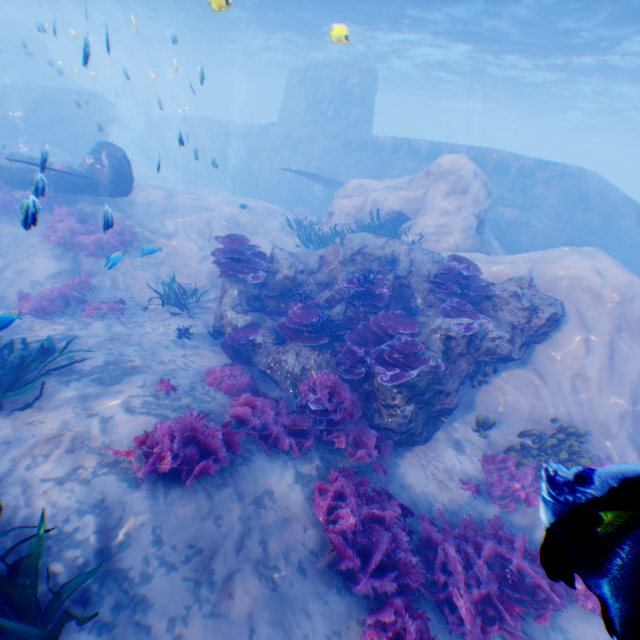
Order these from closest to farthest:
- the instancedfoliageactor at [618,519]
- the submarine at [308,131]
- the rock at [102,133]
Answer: the instancedfoliageactor at [618,519]
the submarine at [308,131]
the rock at [102,133]

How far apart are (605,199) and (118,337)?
22.2m

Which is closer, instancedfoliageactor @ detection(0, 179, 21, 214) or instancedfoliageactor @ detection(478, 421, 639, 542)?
instancedfoliageactor @ detection(478, 421, 639, 542)

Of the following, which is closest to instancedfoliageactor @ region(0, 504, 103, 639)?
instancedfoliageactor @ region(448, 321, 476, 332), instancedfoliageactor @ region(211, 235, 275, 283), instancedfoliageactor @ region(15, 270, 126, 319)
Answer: instancedfoliageactor @ region(15, 270, 126, 319)

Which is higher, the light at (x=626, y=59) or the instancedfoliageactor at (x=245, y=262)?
the light at (x=626, y=59)

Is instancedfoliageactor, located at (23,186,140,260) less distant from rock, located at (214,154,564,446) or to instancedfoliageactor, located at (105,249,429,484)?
rock, located at (214,154,564,446)

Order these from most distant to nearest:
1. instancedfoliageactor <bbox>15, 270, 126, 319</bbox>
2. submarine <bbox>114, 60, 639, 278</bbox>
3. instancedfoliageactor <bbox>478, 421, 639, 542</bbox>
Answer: submarine <bbox>114, 60, 639, 278</bbox> → instancedfoliageactor <bbox>15, 270, 126, 319</bbox> → instancedfoliageactor <bbox>478, 421, 639, 542</bbox>

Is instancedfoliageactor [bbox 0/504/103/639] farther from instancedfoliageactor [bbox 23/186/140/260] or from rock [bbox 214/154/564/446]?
instancedfoliageactor [bbox 23/186/140/260]
